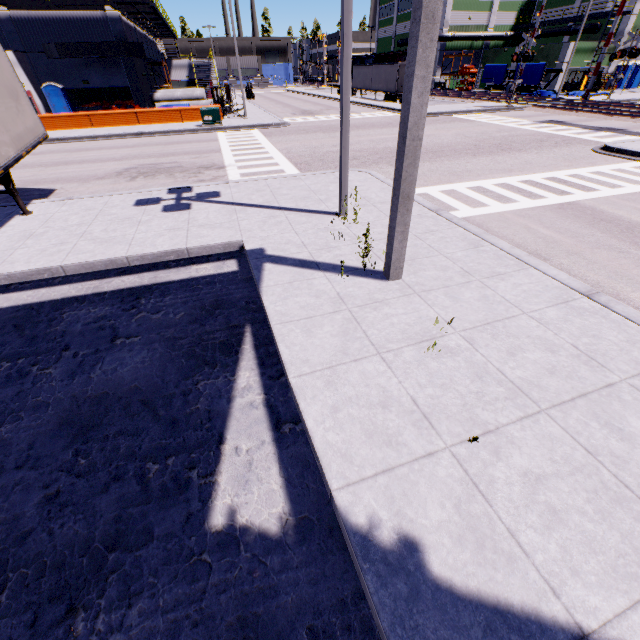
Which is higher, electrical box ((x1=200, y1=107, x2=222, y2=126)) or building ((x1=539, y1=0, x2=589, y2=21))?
building ((x1=539, y1=0, x2=589, y2=21))

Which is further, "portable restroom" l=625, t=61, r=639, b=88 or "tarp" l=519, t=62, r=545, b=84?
"portable restroom" l=625, t=61, r=639, b=88

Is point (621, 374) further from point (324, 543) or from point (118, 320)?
point (118, 320)

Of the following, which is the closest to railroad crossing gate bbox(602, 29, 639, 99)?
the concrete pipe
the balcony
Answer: the balcony

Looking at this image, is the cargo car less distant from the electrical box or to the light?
the light

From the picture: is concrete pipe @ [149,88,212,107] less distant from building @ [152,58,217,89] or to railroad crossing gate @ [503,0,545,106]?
building @ [152,58,217,89]

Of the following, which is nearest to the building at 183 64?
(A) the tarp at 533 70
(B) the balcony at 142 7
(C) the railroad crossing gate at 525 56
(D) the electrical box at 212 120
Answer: (B) the balcony at 142 7

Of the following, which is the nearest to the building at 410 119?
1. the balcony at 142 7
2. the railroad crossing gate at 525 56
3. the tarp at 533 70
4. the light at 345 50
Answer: the balcony at 142 7
